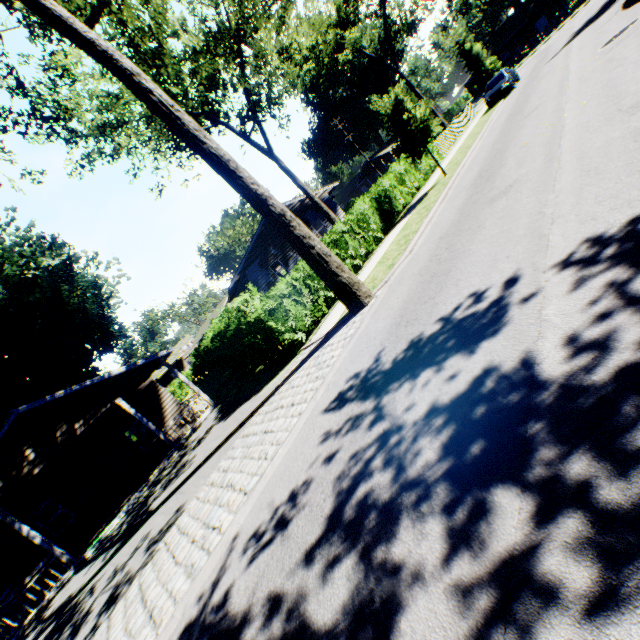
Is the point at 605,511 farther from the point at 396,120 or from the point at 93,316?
the point at 93,316

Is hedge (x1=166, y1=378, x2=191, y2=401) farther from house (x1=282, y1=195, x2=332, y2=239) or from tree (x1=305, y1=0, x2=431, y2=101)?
tree (x1=305, y1=0, x2=431, y2=101)

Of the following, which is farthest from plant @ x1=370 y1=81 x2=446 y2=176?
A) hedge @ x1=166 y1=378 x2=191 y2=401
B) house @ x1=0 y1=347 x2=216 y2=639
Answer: hedge @ x1=166 y1=378 x2=191 y2=401

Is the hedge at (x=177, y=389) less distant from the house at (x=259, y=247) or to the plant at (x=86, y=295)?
the plant at (x=86, y=295)

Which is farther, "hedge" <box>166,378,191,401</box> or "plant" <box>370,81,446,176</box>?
"hedge" <box>166,378,191,401</box>

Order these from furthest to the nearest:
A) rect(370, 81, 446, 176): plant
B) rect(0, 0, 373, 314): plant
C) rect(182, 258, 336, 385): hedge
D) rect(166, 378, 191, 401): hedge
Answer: rect(166, 378, 191, 401): hedge → rect(370, 81, 446, 176): plant → rect(182, 258, 336, 385): hedge → rect(0, 0, 373, 314): plant

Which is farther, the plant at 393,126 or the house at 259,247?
the house at 259,247

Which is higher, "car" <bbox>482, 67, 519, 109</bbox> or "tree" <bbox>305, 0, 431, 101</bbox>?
"tree" <bbox>305, 0, 431, 101</bbox>
